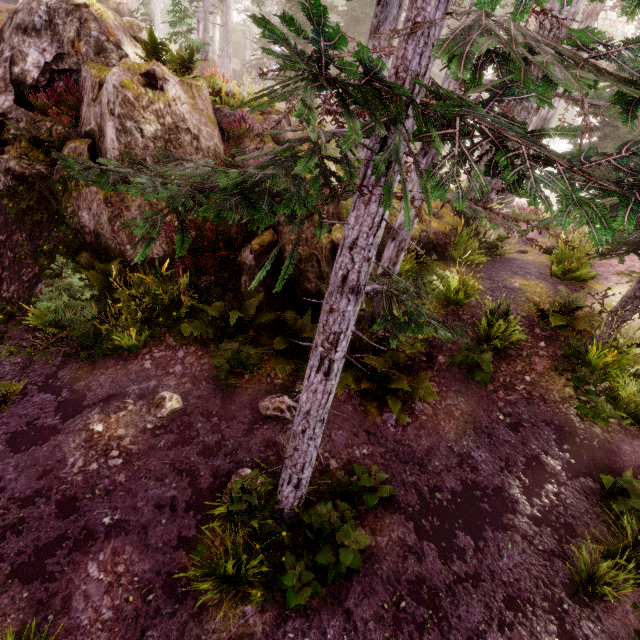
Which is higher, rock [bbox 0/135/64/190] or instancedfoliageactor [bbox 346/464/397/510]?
rock [bbox 0/135/64/190]

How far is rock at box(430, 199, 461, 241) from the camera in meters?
9.4 m

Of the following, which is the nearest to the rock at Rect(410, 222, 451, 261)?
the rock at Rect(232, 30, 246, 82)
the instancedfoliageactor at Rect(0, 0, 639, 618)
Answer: the instancedfoliageactor at Rect(0, 0, 639, 618)

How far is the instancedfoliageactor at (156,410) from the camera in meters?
5.7

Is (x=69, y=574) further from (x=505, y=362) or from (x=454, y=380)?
(x=505, y=362)

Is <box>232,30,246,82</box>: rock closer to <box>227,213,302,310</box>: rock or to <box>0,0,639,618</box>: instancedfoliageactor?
<box>0,0,639,618</box>: instancedfoliageactor
